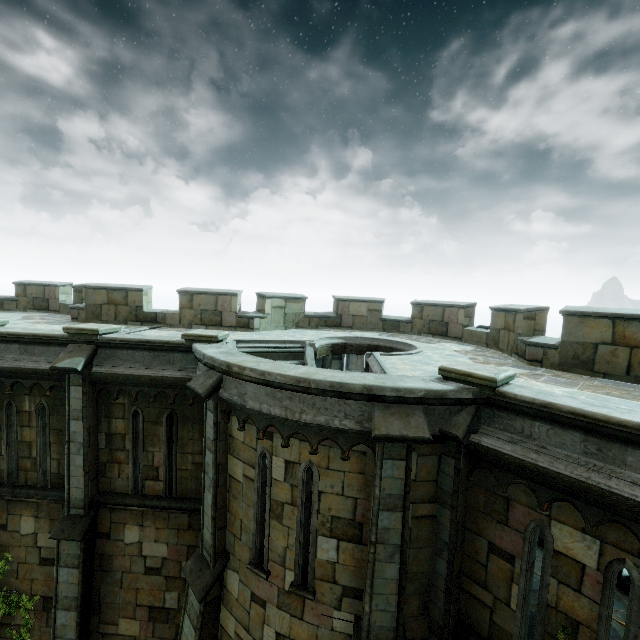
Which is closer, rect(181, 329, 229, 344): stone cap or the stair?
the stair

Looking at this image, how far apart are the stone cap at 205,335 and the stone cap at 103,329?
2.2m

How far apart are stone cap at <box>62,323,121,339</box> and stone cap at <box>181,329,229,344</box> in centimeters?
218cm

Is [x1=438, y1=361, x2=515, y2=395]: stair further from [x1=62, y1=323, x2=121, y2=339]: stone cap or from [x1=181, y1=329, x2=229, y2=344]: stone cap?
[x1=62, y1=323, x2=121, y2=339]: stone cap

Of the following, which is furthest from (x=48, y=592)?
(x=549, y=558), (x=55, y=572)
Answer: (x=549, y=558)

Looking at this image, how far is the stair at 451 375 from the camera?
5.1 meters

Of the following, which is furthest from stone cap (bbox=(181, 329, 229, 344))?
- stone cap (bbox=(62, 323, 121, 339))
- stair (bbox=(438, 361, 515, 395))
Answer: stair (bbox=(438, 361, 515, 395))

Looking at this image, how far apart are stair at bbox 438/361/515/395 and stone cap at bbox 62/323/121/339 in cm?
837
